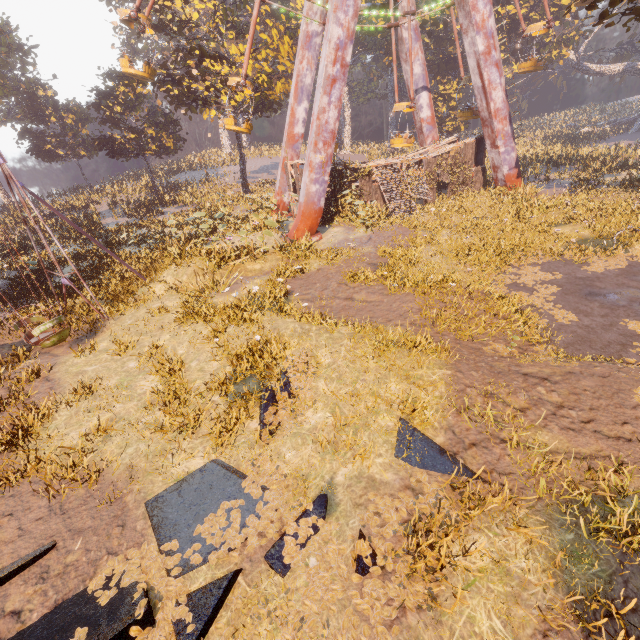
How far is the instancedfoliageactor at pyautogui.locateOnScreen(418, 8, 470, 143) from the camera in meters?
37.0 m

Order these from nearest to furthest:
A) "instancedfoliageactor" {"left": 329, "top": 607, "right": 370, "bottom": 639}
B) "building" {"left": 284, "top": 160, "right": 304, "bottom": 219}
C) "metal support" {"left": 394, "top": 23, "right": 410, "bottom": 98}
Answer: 1. "instancedfoliageactor" {"left": 329, "top": 607, "right": 370, "bottom": 639}
2. "building" {"left": 284, "top": 160, "right": 304, "bottom": 219}
3. "metal support" {"left": 394, "top": 23, "right": 410, "bottom": 98}

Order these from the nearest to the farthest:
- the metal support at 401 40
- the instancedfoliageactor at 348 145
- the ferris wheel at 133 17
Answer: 1. the ferris wheel at 133 17
2. the metal support at 401 40
3. the instancedfoliageactor at 348 145

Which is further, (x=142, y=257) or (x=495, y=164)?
(x=495, y=164)

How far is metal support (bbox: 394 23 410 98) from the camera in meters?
22.5 m

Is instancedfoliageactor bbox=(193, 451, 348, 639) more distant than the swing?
No

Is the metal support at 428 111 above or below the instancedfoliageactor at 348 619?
above

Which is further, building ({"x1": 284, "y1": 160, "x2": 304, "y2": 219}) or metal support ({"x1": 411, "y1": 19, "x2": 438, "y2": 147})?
metal support ({"x1": 411, "y1": 19, "x2": 438, "y2": 147})
